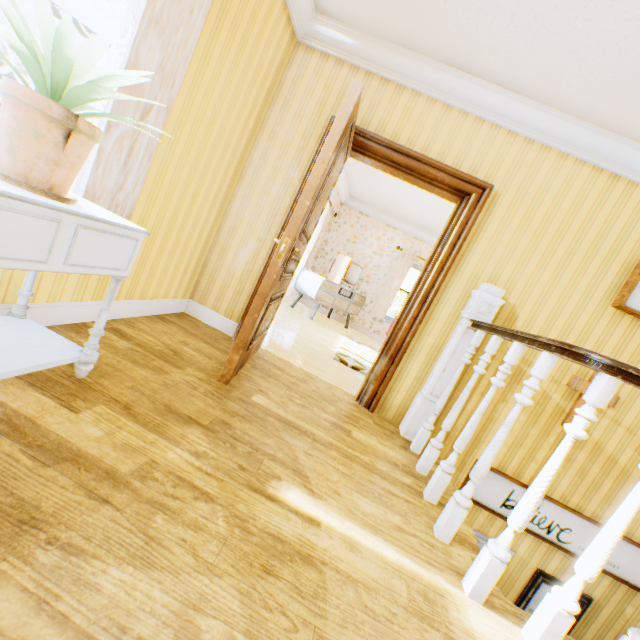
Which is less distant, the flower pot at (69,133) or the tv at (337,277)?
the flower pot at (69,133)

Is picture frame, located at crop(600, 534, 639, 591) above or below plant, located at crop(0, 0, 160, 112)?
below

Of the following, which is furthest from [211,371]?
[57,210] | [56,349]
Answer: [57,210]

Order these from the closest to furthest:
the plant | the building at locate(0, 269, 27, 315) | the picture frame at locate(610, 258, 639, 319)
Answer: the plant
the building at locate(0, 269, 27, 315)
the picture frame at locate(610, 258, 639, 319)

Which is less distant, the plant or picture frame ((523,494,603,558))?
the plant

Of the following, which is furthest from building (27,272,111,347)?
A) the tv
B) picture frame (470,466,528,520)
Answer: the tv

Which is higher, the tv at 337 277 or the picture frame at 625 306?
the picture frame at 625 306
